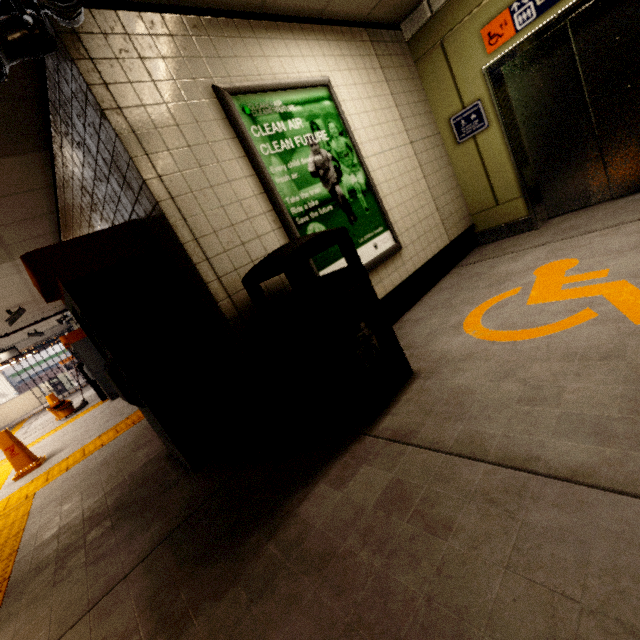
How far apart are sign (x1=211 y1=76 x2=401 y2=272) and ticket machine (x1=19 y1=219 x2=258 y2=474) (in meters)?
0.91

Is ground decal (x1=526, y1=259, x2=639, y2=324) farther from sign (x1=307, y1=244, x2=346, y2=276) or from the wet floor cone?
the wet floor cone

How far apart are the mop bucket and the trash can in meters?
9.5 m

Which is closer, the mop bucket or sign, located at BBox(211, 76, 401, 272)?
sign, located at BBox(211, 76, 401, 272)

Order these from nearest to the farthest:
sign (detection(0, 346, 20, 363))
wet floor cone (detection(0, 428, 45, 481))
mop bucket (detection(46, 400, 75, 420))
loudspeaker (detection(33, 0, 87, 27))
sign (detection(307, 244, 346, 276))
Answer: loudspeaker (detection(33, 0, 87, 27)) < sign (detection(307, 244, 346, 276)) < wet floor cone (detection(0, 428, 45, 481)) < mop bucket (detection(46, 400, 75, 420)) < sign (detection(0, 346, 20, 363))

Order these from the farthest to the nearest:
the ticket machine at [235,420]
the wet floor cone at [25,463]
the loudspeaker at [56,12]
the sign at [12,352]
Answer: the sign at [12,352], the wet floor cone at [25,463], the ticket machine at [235,420], the loudspeaker at [56,12]

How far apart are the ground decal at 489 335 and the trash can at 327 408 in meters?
0.6

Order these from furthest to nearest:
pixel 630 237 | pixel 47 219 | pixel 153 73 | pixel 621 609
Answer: pixel 47 219
pixel 630 237
pixel 153 73
pixel 621 609
